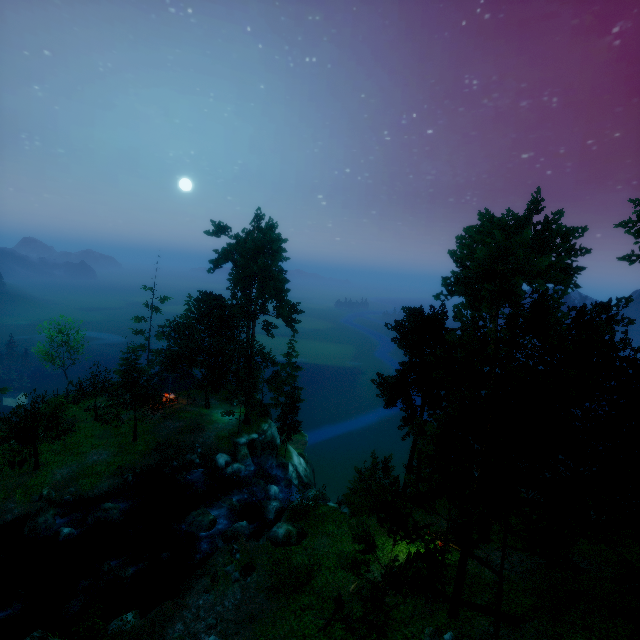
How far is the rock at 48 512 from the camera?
23.2 meters

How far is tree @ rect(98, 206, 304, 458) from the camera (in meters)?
35.09

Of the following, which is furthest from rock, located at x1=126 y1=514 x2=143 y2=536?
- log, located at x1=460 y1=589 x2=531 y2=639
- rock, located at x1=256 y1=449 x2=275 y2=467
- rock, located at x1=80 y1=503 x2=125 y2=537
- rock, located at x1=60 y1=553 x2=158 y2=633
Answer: log, located at x1=460 y1=589 x2=531 y2=639

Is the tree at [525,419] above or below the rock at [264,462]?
above

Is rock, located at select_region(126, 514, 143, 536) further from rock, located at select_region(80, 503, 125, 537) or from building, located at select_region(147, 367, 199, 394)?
building, located at select_region(147, 367, 199, 394)

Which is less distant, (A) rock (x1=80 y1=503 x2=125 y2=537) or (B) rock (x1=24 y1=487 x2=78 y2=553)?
(B) rock (x1=24 y1=487 x2=78 y2=553)

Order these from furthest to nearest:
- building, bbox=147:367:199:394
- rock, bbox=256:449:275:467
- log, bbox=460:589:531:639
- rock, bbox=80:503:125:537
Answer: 1. building, bbox=147:367:199:394
2. rock, bbox=256:449:275:467
3. rock, bbox=80:503:125:537
4. log, bbox=460:589:531:639

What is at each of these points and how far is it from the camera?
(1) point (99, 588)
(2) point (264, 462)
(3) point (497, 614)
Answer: (1) rock, 20.66m
(2) rock, 37.09m
(3) log, 15.05m
